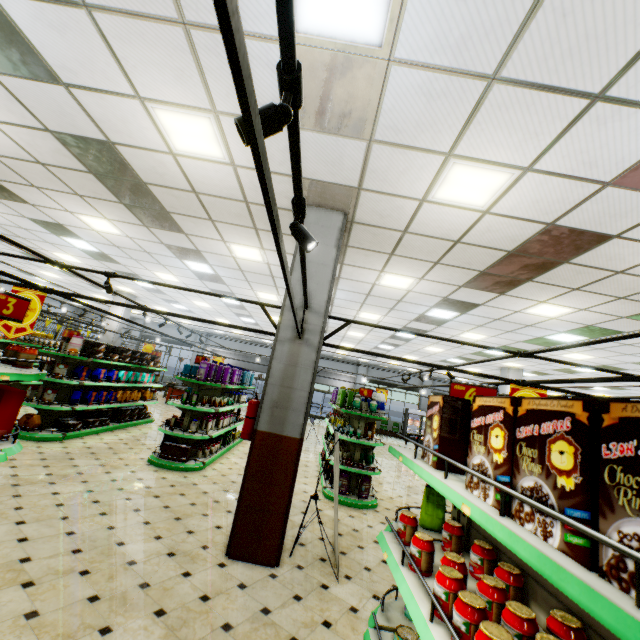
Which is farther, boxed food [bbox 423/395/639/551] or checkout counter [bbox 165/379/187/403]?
checkout counter [bbox 165/379/187/403]

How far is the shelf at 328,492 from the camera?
7.0m

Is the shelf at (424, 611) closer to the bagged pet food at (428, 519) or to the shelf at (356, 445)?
the bagged pet food at (428, 519)

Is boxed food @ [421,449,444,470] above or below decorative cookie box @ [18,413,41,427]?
above

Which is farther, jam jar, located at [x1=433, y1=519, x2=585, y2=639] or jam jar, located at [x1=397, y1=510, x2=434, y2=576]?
jam jar, located at [x1=397, y1=510, x2=434, y2=576]

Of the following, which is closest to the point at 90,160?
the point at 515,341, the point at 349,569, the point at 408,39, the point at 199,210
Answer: the point at 199,210

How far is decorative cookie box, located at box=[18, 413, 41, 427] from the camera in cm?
708

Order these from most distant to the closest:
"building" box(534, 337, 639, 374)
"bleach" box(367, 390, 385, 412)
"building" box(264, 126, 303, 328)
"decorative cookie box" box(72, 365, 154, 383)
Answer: "building" box(534, 337, 639, 374) < "decorative cookie box" box(72, 365, 154, 383) < "bleach" box(367, 390, 385, 412) < "building" box(264, 126, 303, 328)
